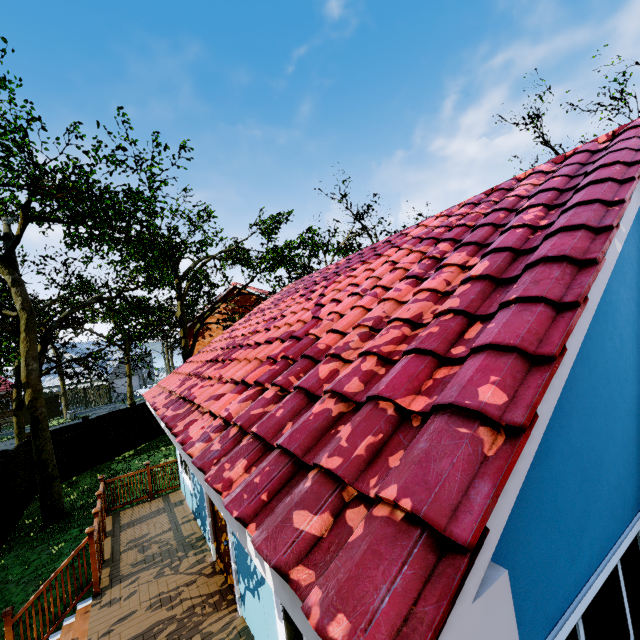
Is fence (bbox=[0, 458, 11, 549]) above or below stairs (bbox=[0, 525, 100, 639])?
below

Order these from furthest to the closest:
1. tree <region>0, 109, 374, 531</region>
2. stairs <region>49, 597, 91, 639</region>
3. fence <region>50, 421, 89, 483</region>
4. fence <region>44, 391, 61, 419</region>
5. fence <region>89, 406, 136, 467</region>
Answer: fence <region>44, 391, 61, 419</region>, fence <region>89, 406, 136, 467</region>, fence <region>50, 421, 89, 483</region>, tree <region>0, 109, 374, 531</region>, stairs <region>49, 597, 91, 639</region>

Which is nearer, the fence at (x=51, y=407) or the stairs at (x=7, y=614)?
the stairs at (x=7, y=614)

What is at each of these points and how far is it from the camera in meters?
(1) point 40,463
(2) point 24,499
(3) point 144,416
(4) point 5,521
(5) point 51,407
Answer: (1) tree, 10.3 m
(2) fence, 11.8 m
(3) fence, 19.0 m
(4) fence, 9.8 m
(5) fence, 35.3 m

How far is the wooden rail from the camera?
6.4 meters

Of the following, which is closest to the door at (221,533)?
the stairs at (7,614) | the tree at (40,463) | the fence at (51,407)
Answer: the stairs at (7,614)

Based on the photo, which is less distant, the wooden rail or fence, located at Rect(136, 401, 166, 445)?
the wooden rail

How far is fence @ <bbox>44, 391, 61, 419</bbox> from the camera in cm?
3491
